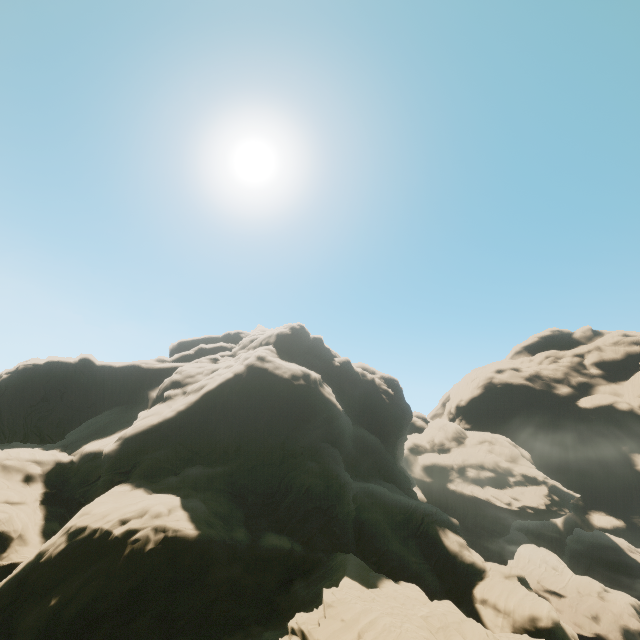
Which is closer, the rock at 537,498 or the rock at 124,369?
the rock at 124,369

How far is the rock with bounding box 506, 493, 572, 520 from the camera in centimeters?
5722cm

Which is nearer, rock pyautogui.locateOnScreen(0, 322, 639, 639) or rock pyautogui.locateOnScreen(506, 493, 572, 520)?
rock pyautogui.locateOnScreen(0, 322, 639, 639)

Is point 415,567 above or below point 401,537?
below

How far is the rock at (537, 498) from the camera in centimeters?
5722cm
